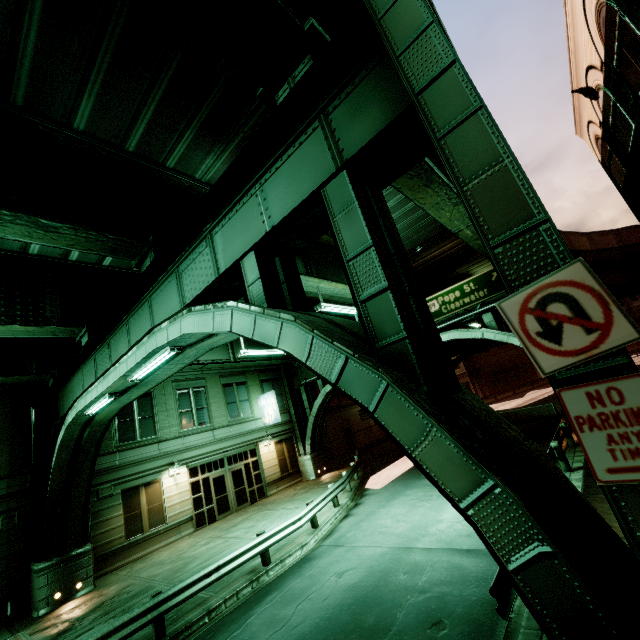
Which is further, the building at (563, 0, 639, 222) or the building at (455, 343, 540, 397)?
the building at (455, 343, 540, 397)

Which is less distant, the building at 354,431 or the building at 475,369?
the building at 354,431

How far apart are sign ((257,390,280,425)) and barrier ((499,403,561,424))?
16.5 meters

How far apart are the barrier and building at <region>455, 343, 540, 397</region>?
33.7m

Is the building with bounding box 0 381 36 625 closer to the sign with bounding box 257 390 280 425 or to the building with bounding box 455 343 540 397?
the sign with bounding box 257 390 280 425

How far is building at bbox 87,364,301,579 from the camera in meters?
16.2 m

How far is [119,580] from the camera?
13.6 meters

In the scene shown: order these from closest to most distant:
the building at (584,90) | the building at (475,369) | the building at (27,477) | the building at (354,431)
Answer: the building at (584,90) → the building at (27,477) → the building at (354,431) → the building at (475,369)
